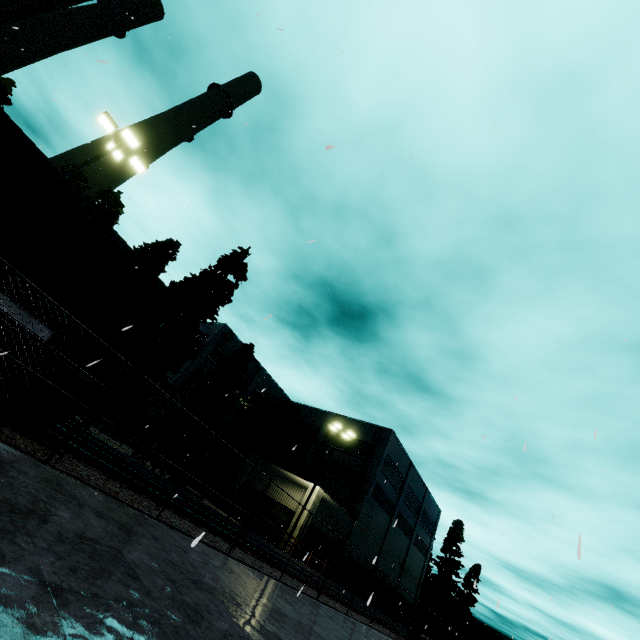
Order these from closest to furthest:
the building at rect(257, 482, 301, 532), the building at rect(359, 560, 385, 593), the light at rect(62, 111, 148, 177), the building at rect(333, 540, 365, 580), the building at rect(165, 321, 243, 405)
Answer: the light at rect(62, 111, 148, 177)
the building at rect(257, 482, 301, 532)
the building at rect(333, 540, 365, 580)
the building at rect(359, 560, 385, 593)
the building at rect(165, 321, 243, 405)

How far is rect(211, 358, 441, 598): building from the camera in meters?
30.5

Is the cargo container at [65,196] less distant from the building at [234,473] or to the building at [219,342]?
the building at [234,473]

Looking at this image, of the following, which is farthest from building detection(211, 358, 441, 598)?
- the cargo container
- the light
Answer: the light

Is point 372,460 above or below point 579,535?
above

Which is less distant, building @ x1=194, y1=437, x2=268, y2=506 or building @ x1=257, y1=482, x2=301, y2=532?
building @ x1=257, y1=482, x2=301, y2=532

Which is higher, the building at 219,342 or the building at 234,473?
the building at 219,342
